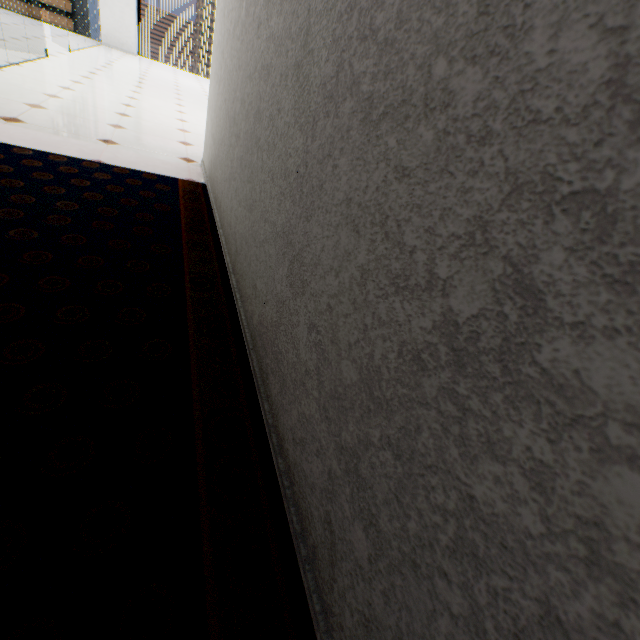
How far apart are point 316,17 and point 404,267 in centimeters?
88cm
